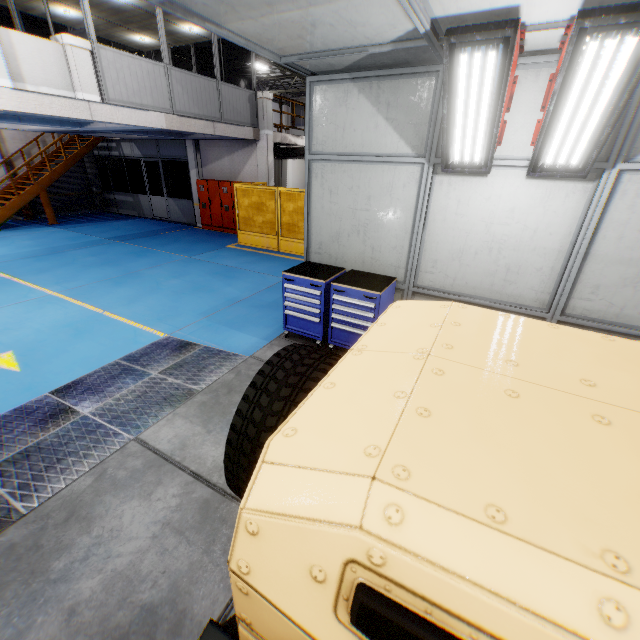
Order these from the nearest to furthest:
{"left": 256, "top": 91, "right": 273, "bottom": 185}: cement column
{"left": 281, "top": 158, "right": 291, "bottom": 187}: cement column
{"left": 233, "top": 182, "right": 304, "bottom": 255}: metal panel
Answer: {"left": 233, "top": 182, "right": 304, "bottom": 255}: metal panel, {"left": 256, "top": 91, "right": 273, "bottom": 185}: cement column, {"left": 281, "top": 158, "right": 291, "bottom": 187}: cement column

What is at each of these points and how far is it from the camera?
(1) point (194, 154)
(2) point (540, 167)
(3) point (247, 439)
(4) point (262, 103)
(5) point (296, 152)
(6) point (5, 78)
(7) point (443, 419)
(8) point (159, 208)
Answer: (1) cement column, 14.52m
(2) light, 3.75m
(3) tire assembly, 1.60m
(4) cement column, 12.33m
(5) vent pipe, 15.49m
(6) cement column, 6.31m
(7) car, 1.07m
(8) door, 17.08m

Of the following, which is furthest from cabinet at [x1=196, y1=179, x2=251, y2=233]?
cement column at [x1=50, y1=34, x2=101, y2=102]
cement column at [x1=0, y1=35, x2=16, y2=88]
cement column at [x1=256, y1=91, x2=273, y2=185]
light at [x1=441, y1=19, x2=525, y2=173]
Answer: light at [x1=441, y1=19, x2=525, y2=173]

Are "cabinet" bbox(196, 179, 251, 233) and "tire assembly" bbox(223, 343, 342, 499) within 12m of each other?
no

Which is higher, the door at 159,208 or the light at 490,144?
the light at 490,144

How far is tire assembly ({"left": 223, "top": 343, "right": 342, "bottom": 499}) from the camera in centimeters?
159cm

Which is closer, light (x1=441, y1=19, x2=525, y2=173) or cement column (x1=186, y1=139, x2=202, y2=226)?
light (x1=441, y1=19, x2=525, y2=173)

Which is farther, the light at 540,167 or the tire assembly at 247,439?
the light at 540,167
